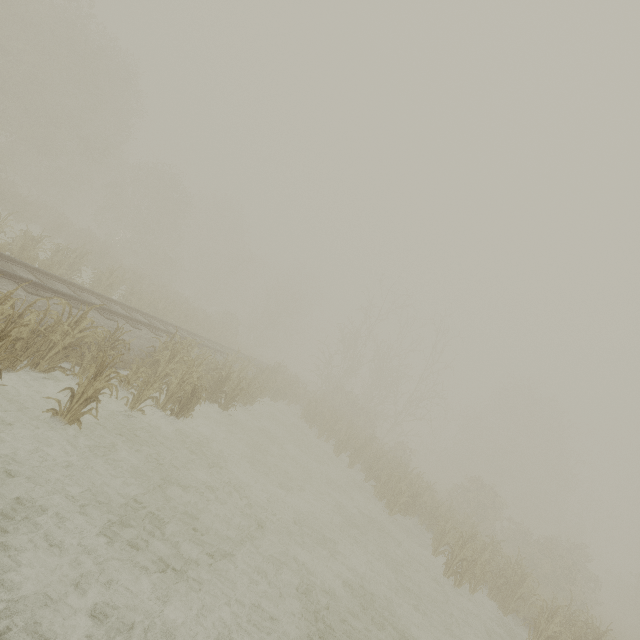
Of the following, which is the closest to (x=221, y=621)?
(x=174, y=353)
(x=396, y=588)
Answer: (x=396, y=588)
